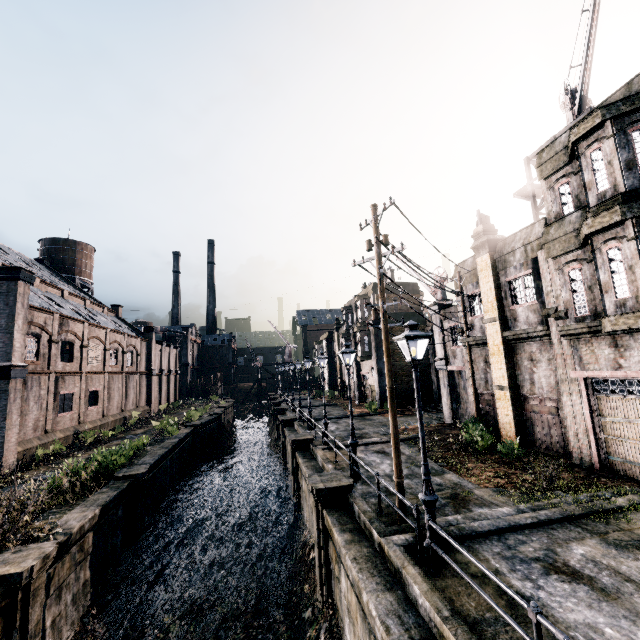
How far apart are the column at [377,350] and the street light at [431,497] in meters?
25.8 m

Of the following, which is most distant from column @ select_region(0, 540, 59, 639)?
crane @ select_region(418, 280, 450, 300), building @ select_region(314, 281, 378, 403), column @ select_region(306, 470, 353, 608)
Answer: building @ select_region(314, 281, 378, 403)

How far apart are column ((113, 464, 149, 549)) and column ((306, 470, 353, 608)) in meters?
9.4 m

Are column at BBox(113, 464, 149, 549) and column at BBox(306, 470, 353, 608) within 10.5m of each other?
yes

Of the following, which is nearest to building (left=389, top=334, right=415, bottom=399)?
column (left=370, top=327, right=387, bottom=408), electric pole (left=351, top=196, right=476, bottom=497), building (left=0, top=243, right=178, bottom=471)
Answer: column (left=370, top=327, right=387, bottom=408)

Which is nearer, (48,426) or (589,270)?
(589,270)

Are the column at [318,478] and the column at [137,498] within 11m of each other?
yes

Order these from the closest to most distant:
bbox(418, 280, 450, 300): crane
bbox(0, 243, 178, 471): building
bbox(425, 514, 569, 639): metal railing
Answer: bbox(425, 514, 569, 639): metal railing, bbox(0, 243, 178, 471): building, bbox(418, 280, 450, 300): crane
